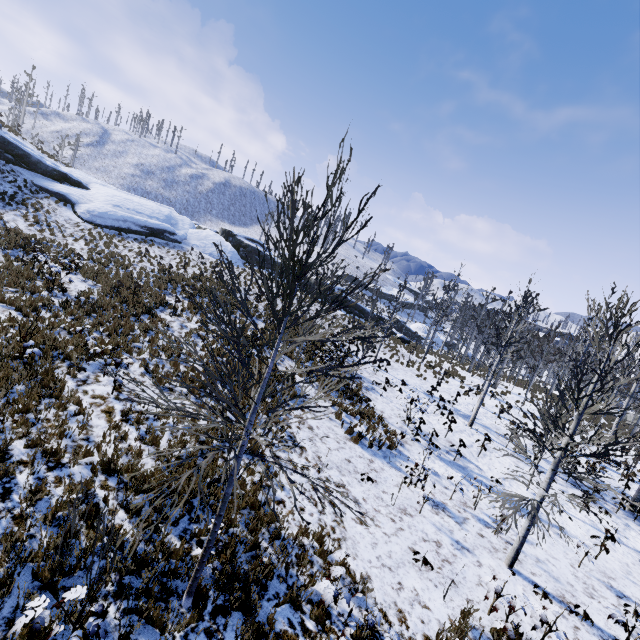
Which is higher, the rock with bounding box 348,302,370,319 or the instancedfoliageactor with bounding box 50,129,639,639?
the instancedfoliageactor with bounding box 50,129,639,639

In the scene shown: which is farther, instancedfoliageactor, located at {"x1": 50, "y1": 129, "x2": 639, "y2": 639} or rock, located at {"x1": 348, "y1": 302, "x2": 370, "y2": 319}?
rock, located at {"x1": 348, "y1": 302, "x2": 370, "y2": 319}

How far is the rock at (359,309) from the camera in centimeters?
3846cm

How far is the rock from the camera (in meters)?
38.46

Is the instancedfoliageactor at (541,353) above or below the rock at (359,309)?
above

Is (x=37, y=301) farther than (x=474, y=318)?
No
